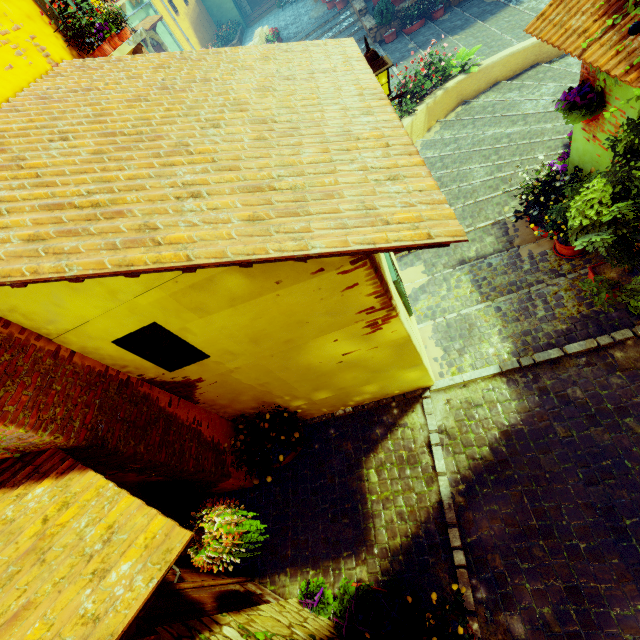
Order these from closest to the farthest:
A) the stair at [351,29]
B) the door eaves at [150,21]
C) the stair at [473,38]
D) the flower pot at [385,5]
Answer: the stair at [473,38] < the flower pot at [385,5] < the stair at [351,29] < the door eaves at [150,21]

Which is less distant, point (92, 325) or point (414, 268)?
point (92, 325)

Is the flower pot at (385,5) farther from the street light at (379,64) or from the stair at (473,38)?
the street light at (379,64)

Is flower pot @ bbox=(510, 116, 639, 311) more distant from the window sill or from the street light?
the window sill

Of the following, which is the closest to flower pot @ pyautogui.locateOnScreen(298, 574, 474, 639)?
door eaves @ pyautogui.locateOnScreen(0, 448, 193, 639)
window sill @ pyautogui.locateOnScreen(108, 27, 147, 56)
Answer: door eaves @ pyautogui.locateOnScreen(0, 448, 193, 639)

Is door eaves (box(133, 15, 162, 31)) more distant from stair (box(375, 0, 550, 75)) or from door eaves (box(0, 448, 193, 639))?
door eaves (box(0, 448, 193, 639))

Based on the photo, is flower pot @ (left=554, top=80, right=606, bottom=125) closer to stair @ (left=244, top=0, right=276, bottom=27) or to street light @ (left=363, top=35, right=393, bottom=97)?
street light @ (left=363, top=35, right=393, bottom=97)

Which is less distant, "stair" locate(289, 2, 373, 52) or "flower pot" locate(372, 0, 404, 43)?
"flower pot" locate(372, 0, 404, 43)
